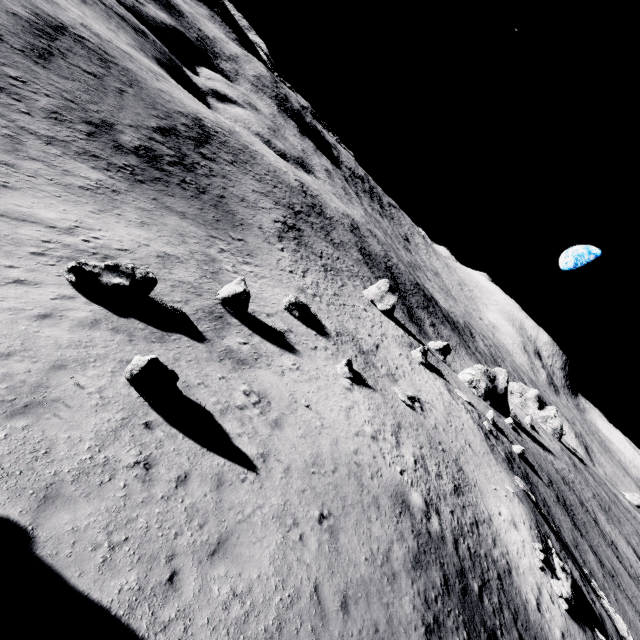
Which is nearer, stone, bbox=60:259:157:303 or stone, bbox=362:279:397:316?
stone, bbox=60:259:157:303

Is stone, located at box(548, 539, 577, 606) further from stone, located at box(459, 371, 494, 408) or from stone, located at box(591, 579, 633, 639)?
stone, located at box(459, 371, 494, 408)

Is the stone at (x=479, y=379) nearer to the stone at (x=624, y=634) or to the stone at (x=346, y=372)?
the stone at (x=624, y=634)

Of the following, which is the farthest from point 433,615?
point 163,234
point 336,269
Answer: point 336,269

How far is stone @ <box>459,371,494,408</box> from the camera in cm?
5819

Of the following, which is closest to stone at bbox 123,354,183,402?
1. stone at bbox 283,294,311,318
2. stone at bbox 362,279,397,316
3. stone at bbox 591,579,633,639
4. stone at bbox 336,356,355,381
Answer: stone at bbox 336,356,355,381

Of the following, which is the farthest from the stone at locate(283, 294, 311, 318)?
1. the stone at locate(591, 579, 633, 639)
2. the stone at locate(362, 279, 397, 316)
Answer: the stone at locate(591, 579, 633, 639)

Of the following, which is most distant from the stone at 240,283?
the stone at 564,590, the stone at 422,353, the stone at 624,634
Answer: the stone at 624,634
